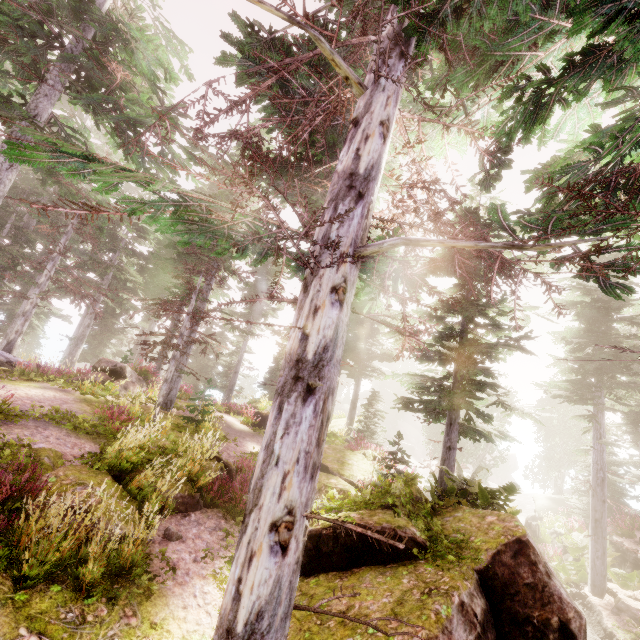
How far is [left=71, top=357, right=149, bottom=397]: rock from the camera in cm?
1471

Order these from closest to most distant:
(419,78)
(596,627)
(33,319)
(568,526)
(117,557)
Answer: (117,557), (419,78), (596,627), (568,526), (33,319)

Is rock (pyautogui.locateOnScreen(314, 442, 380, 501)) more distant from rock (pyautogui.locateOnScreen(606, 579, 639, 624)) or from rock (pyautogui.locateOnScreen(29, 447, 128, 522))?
rock (pyautogui.locateOnScreen(606, 579, 639, 624))

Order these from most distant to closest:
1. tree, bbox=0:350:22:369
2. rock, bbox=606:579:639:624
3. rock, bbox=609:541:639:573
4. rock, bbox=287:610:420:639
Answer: tree, bbox=0:350:22:369 → rock, bbox=609:541:639:573 → rock, bbox=606:579:639:624 → rock, bbox=287:610:420:639

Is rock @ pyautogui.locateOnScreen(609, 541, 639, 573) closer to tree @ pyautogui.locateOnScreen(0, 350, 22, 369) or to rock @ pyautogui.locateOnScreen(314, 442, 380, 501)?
rock @ pyautogui.locateOnScreen(314, 442, 380, 501)

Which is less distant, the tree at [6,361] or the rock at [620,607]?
the rock at [620,607]

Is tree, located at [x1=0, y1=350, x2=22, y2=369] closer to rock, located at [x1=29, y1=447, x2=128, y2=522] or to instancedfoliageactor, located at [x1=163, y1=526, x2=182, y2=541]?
instancedfoliageactor, located at [x1=163, y1=526, x2=182, y2=541]

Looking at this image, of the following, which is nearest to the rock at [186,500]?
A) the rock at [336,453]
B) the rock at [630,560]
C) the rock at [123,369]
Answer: the rock at [336,453]
